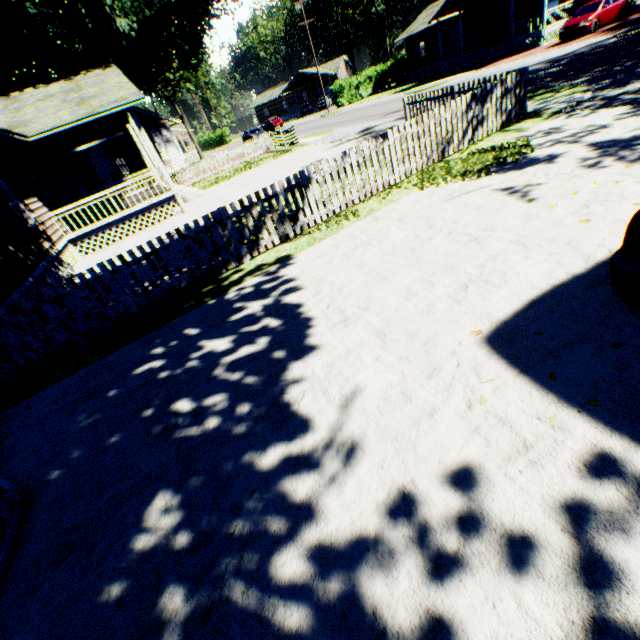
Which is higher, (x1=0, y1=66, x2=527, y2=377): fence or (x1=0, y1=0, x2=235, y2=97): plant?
(x1=0, y1=0, x2=235, y2=97): plant

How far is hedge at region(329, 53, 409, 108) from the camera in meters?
41.1 m

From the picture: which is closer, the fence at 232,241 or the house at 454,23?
the fence at 232,241

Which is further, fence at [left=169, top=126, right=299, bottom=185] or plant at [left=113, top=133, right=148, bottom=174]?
fence at [left=169, top=126, right=299, bottom=185]

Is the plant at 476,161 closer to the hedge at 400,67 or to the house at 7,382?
the house at 7,382

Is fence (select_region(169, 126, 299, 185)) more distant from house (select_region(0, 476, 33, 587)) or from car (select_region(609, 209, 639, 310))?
car (select_region(609, 209, 639, 310))

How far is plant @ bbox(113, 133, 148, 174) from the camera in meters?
22.5 m

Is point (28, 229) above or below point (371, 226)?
above
